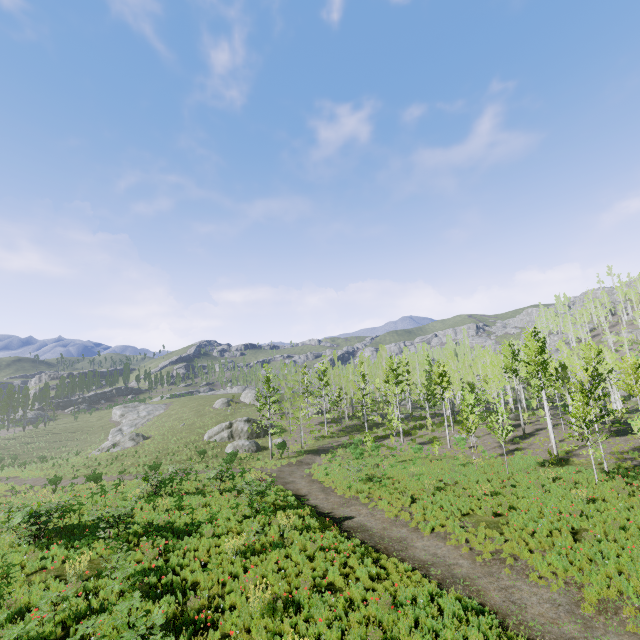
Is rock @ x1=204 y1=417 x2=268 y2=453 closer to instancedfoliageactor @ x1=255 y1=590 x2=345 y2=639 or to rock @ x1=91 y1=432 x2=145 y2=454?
rock @ x1=91 y1=432 x2=145 y2=454

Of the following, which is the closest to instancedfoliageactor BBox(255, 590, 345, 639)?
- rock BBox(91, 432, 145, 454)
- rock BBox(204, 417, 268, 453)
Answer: rock BBox(204, 417, 268, 453)

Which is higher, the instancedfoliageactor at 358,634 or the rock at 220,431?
the instancedfoliageactor at 358,634

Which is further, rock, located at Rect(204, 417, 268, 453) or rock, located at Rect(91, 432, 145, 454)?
rock, located at Rect(91, 432, 145, 454)

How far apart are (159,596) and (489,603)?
10.31m

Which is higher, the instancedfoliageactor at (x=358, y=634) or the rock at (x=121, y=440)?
the instancedfoliageactor at (x=358, y=634)

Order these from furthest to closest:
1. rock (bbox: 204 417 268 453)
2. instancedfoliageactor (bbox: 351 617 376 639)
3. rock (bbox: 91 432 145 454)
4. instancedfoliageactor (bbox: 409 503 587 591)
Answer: rock (bbox: 91 432 145 454)
rock (bbox: 204 417 268 453)
instancedfoliageactor (bbox: 409 503 587 591)
instancedfoliageactor (bbox: 351 617 376 639)
